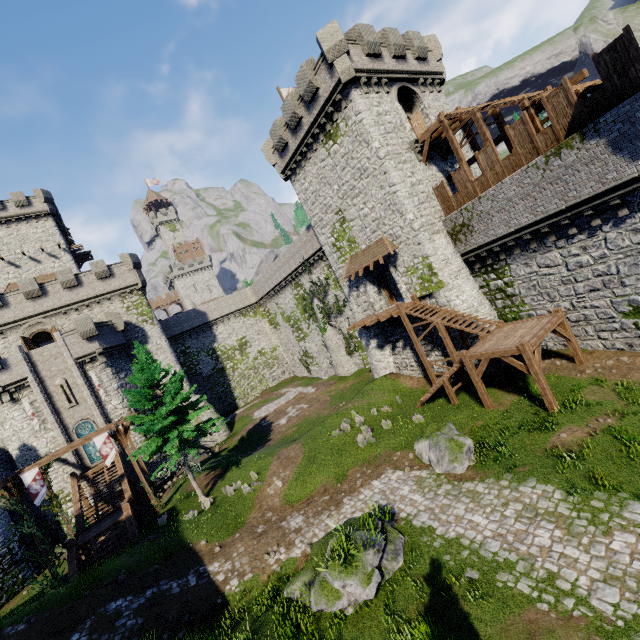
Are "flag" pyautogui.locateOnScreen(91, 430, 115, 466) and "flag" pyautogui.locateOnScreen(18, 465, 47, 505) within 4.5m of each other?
yes

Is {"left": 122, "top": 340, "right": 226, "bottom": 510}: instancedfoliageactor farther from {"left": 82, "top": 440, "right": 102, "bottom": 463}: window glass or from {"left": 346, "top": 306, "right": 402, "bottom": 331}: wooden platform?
{"left": 346, "top": 306, "right": 402, "bottom": 331}: wooden platform

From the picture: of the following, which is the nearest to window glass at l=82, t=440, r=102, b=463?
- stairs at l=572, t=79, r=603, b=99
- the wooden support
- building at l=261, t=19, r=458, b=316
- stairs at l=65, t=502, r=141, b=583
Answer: the wooden support

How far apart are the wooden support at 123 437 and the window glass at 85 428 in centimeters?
870cm

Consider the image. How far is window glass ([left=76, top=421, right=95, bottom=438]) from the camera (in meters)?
28.20

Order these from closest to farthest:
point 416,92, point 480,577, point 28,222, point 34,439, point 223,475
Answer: Answer: point 480,577 < point 416,92 < point 223,475 < point 34,439 < point 28,222

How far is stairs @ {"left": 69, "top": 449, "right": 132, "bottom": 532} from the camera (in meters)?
21.81

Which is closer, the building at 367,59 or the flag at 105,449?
the building at 367,59
